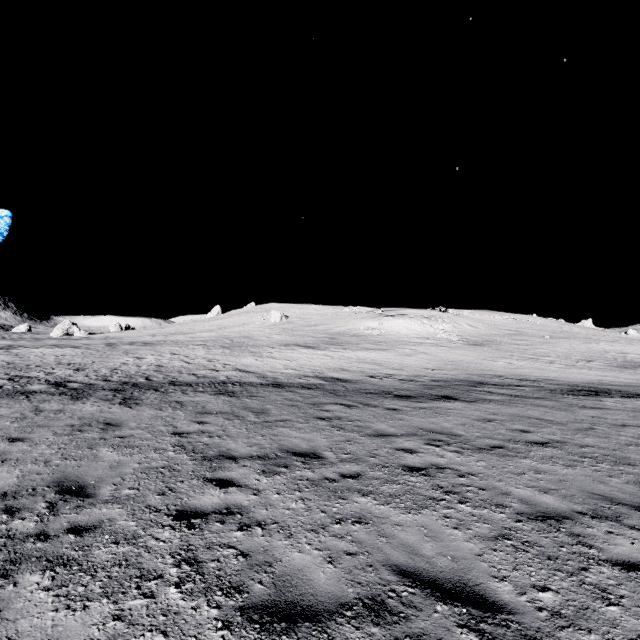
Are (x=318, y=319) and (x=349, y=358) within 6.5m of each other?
no
